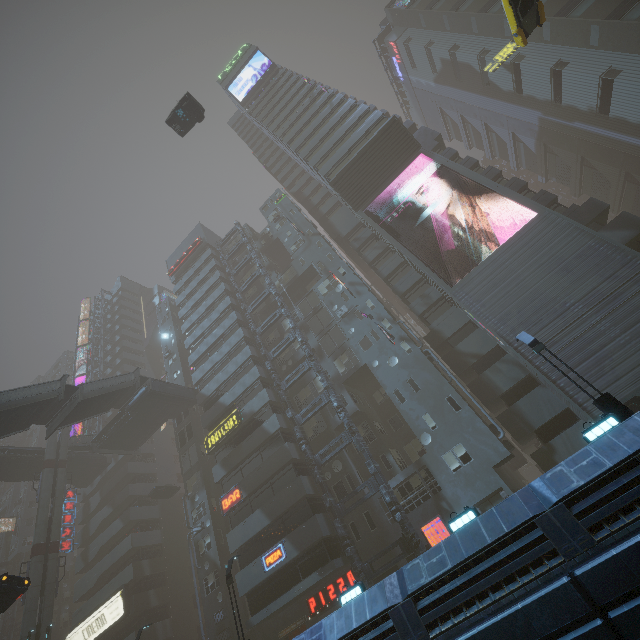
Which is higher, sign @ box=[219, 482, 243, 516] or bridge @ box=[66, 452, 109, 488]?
bridge @ box=[66, 452, 109, 488]

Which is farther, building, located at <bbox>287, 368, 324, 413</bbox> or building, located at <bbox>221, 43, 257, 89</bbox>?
building, located at <bbox>221, 43, 257, 89</bbox>

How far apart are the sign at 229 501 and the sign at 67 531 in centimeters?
3053cm

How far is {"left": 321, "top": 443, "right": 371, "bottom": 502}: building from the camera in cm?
2619

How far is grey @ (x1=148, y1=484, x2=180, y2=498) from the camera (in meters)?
39.31

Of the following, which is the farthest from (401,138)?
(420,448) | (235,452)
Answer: (235,452)

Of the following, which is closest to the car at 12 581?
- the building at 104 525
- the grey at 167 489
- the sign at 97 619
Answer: the building at 104 525
